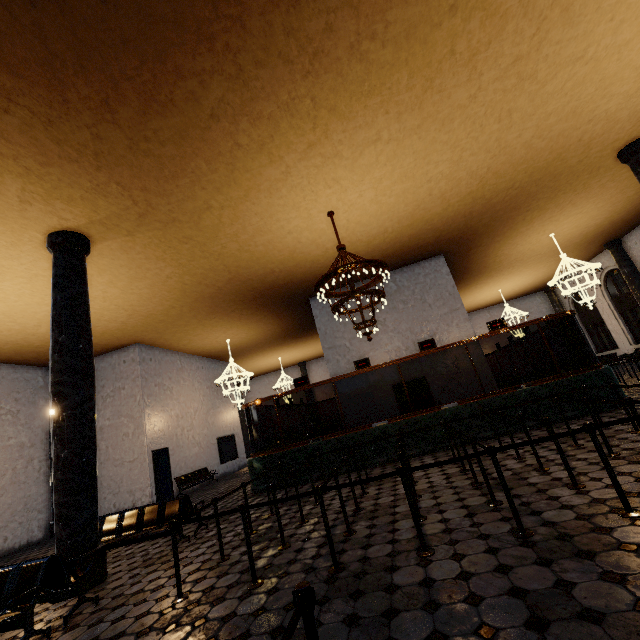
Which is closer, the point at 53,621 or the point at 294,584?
the point at 294,584
